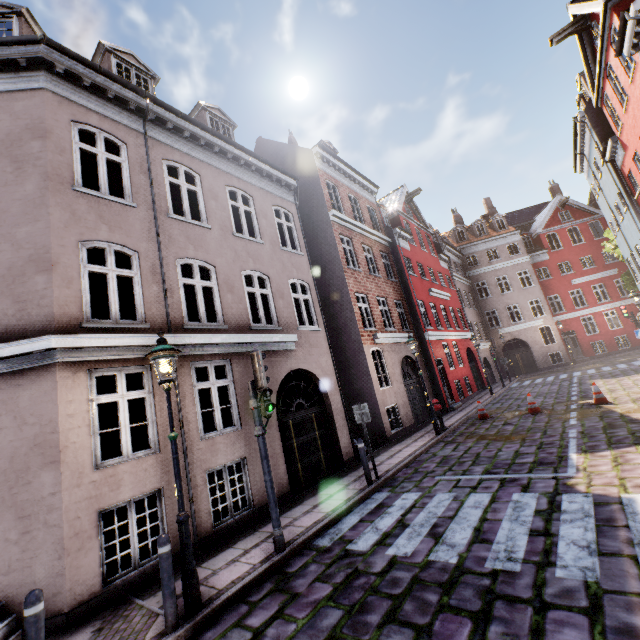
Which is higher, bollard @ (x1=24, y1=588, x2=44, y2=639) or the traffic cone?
bollard @ (x1=24, y1=588, x2=44, y2=639)

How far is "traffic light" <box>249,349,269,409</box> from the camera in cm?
599

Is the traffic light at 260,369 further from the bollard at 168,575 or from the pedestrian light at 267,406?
the bollard at 168,575

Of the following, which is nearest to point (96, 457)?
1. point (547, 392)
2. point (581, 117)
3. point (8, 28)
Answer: point (8, 28)

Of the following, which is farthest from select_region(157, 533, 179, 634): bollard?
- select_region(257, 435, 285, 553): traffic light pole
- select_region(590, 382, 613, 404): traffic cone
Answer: select_region(590, 382, 613, 404): traffic cone

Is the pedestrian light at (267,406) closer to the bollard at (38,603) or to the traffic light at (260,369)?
the traffic light at (260,369)

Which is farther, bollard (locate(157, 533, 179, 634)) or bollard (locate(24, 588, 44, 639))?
bollard (locate(157, 533, 179, 634))

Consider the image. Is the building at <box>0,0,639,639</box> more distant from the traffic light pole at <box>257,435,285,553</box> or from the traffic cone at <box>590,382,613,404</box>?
the traffic cone at <box>590,382,613,404</box>
